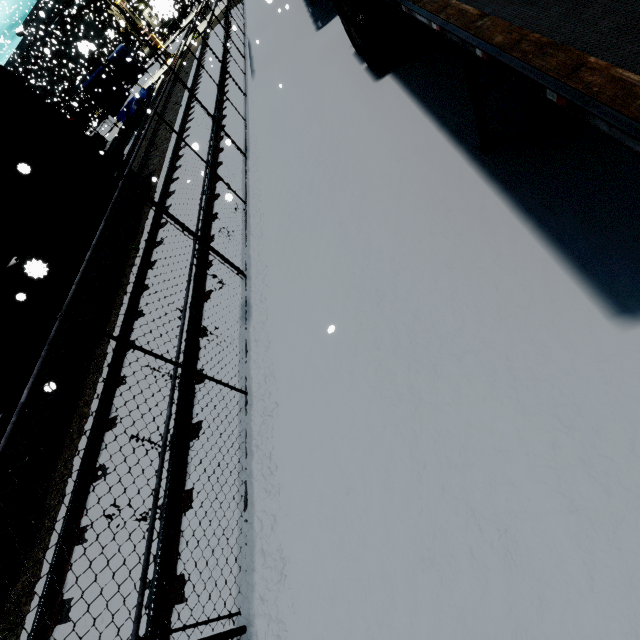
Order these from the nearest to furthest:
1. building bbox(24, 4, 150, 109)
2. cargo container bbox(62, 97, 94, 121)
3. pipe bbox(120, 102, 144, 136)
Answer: pipe bbox(120, 102, 144, 136) < building bbox(24, 4, 150, 109) < cargo container bbox(62, 97, 94, 121)

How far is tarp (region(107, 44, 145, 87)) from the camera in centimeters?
2226cm

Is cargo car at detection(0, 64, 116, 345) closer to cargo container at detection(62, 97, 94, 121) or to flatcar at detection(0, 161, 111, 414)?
flatcar at detection(0, 161, 111, 414)

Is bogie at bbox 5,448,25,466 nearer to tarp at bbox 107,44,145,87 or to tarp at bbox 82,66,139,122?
tarp at bbox 82,66,139,122

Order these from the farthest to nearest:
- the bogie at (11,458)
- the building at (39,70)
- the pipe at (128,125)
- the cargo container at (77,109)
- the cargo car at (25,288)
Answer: A:
the cargo container at (77,109)
the building at (39,70)
the pipe at (128,125)
the cargo car at (25,288)
the bogie at (11,458)

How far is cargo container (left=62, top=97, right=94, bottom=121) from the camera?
42.8 meters

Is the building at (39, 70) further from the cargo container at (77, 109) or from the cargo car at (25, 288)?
the cargo car at (25, 288)

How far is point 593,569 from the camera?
2.0 meters
